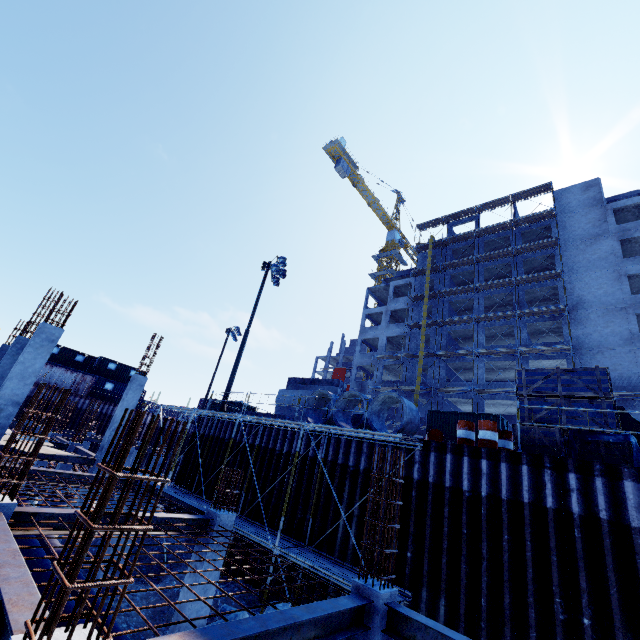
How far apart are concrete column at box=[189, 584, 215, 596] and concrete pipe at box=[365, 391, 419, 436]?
5.4m

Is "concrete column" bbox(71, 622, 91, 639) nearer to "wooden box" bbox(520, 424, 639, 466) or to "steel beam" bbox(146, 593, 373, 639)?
"steel beam" bbox(146, 593, 373, 639)

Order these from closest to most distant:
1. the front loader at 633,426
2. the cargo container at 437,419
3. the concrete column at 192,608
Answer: the concrete column at 192,608, the front loader at 633,426, the cargo container at 437,419

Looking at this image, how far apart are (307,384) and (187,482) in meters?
Answer: 8.5 m

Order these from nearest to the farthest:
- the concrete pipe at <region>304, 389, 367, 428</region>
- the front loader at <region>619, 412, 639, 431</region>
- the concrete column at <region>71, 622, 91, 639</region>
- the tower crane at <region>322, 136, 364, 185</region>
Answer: the concrete column at <region>71, 622, 91, 639</region>, the front loader at <region>619, 412, 639, 431</region>, the concrete pipe at <region>304, 389, 367, 428</region>, the tower crane at <region>322, 136, 364, 185</region>

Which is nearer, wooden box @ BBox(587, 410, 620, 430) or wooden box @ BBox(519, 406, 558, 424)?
wooden box @ BBox(587, 410, 620, 430)

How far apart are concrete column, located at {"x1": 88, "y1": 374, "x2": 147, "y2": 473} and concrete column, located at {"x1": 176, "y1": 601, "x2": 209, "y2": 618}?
9.3 meters

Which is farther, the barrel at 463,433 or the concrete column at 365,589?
the barrel at 463,433
